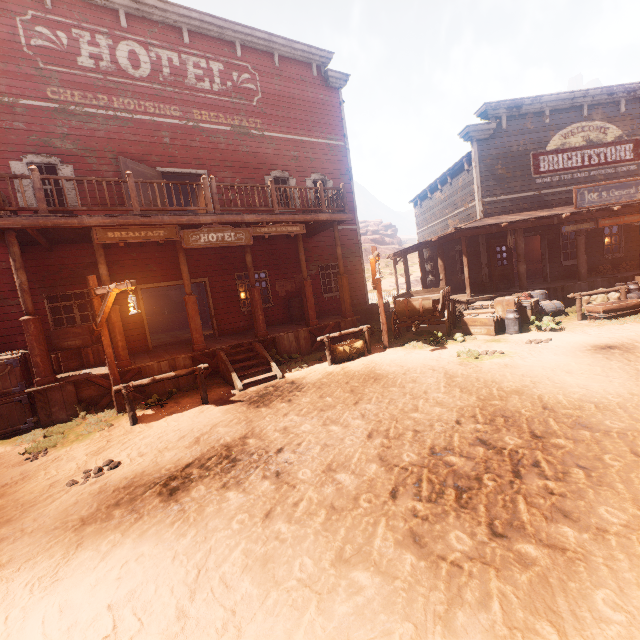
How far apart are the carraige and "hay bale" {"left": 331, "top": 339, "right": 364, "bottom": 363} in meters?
1.4

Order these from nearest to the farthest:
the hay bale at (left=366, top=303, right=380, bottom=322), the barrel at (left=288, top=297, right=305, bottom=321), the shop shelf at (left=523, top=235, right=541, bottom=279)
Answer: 1. the barrel at (left=288, top=297, right=305, bottom=321)
2. the hay bale at (left=366, top=303, right=380, bottom=322)
3. the shop shelf at (left=523, top=235, right=541, bottom=279)

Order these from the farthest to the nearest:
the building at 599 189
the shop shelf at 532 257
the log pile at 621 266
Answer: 1. the shop shelf at 532 257
2. the log pile at 621 266
3. the building at 599 189

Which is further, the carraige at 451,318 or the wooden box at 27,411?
the carraige at 451,318

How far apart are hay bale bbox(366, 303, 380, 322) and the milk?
6.95m

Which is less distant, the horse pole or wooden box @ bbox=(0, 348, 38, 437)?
the horse pole

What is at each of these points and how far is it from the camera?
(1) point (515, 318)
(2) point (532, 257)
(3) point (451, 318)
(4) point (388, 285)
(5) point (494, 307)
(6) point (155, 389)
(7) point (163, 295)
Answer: (1) milk, 9.95m
(2) shop shelf, 17.62m
(3) carraige, 11.25m
(4) z, 37.62m
(5) wooden box, 10.77m
(6) building, 8.82m
(7) bar shelf, 22.25m

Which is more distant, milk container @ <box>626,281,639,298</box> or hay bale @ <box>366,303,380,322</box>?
hay bale @ <box>366,303,380,322</box>
